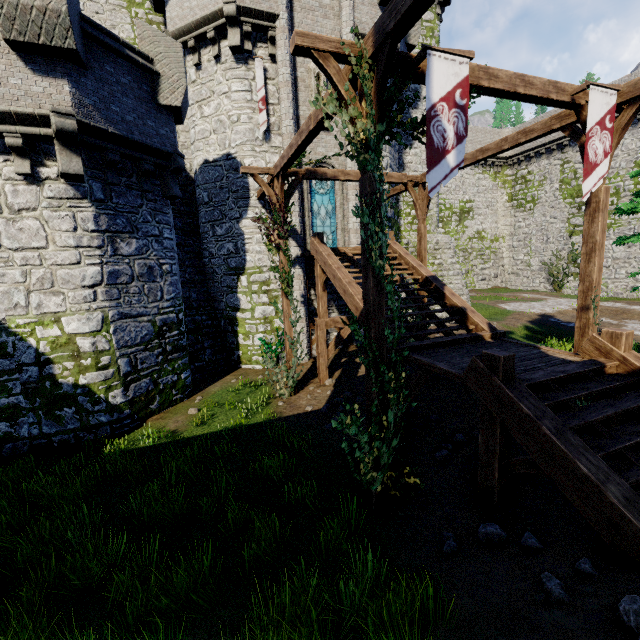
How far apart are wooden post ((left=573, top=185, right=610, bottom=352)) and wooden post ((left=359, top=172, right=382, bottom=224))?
5.45m

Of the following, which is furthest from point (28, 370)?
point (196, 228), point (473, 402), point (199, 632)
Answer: point (473, 402)

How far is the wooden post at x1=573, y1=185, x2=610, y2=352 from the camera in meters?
7.1 m

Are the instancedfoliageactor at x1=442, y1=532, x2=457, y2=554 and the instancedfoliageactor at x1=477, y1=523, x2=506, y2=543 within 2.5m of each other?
yes

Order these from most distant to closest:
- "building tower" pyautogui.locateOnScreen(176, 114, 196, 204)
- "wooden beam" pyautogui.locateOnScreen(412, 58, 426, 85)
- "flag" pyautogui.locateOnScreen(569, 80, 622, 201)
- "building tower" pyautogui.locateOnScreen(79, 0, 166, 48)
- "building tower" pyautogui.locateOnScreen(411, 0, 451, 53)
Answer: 1. "building tower" pyautogui.locateOnScreen(411, 0, 451, 53)
2. "building tower" pyautogui.locateOnScreen(176, 114, 196, 204)
3. "building tower" pyautogui.locateOnScreen(79, 0, 166, 48)
4. "flag" pyautogui.locateOnScreen(569, 80, 622, 201)
5. "wooden beam" pyautogui.locateOnScreen(412, 58, 426, 85)

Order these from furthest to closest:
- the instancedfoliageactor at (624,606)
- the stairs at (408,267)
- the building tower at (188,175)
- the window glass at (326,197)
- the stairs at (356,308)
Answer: the building tower at (188,175) → the window glass at (326,197) → the stairs at (356,308) → the stairs at (408,267) → the instancedfoliageactor at (624,606)

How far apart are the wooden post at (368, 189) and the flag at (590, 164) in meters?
4.3 m

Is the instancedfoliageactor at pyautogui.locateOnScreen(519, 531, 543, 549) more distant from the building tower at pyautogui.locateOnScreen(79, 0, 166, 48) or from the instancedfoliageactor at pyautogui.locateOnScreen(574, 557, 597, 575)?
the building tower at pyautogui.locateOnScreen(79, 0, 166, 48)
